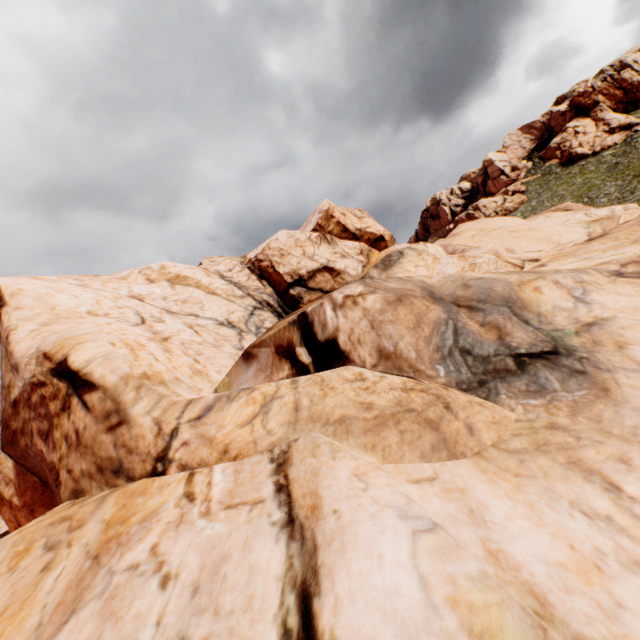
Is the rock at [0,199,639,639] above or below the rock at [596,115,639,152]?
below

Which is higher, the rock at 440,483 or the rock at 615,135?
the rock at 615,135

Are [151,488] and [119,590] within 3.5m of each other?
yes

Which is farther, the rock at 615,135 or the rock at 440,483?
the rock at 615,135

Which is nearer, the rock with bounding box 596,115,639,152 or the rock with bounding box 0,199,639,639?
the rock with bounding box 0,199,639,639
